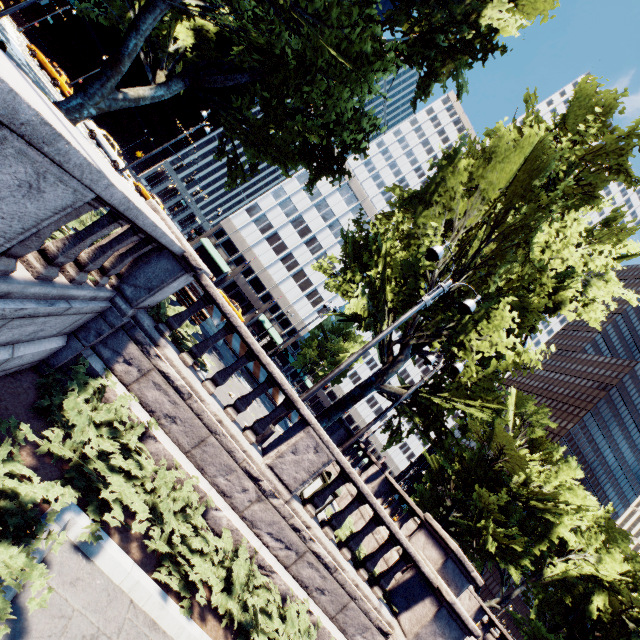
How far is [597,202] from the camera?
16.91m

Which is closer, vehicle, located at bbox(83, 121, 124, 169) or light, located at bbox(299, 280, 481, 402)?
light, located at bbox(299, 280, 481, 402)

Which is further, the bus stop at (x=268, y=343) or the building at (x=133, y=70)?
the building at (x=133, y=70)

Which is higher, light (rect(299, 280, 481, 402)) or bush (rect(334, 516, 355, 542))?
light (rect(299, 280, 481, 402))

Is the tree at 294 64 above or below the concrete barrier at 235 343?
above

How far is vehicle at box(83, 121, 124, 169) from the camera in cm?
2805

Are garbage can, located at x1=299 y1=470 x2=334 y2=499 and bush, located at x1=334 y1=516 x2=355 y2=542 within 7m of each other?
yes

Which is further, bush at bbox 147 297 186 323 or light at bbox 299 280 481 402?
light at bbox 299 280 481 402
